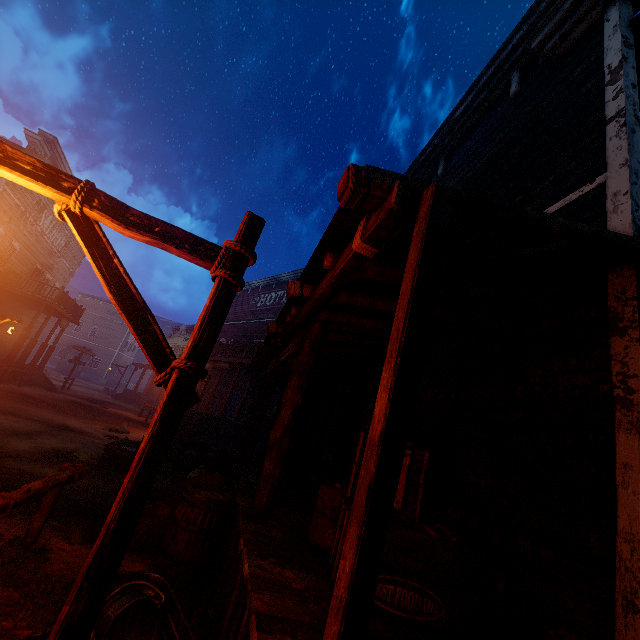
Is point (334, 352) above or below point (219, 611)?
above

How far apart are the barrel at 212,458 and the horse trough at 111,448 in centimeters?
89cm

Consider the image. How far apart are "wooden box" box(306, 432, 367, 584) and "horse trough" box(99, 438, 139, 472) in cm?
609

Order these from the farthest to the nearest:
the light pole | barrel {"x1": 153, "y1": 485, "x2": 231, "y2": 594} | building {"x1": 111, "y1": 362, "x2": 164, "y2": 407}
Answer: building {"x1": 111, "y1": 362, "x2": 164, "y2": 407} < barrel {"x1": 153, "y1": 485, "x2": 231, "y2": 594} < the light pole

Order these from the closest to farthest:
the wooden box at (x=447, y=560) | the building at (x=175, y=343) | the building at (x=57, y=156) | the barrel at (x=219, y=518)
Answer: the wooden box at (x=447, y=560) < the barrel at (x=219, y=518) < the building at (x=57, y=156) < the building at (x=175, y=343)

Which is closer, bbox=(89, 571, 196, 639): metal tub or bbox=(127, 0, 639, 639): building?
bbox=(127, 0, 639, 639): building

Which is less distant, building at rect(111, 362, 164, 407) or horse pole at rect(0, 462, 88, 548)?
horse pole at rect(0, 462, 88, 548)

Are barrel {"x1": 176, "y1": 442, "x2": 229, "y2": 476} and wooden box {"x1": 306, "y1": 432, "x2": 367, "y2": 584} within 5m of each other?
no
